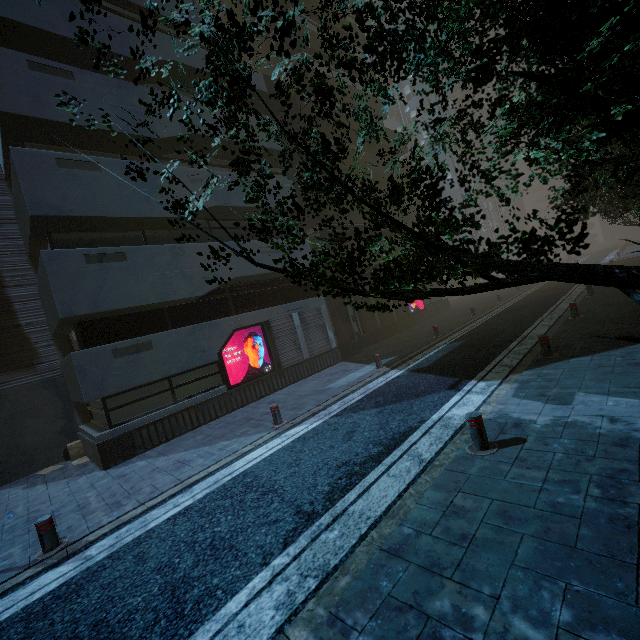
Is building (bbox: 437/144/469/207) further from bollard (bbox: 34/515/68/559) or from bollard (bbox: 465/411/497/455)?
bollard (bbox: 465/411/497/455)

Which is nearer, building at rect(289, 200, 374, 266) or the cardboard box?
the cardboard box

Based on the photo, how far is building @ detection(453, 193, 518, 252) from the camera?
39.61m

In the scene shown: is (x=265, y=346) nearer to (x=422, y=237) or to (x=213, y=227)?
(x=213, y=227)

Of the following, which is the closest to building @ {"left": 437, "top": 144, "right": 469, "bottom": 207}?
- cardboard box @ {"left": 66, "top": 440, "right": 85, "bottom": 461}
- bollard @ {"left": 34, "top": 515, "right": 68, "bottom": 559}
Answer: cardboard box @ {"left": 66, "top": 440, "right": 85, "bottom": 461}

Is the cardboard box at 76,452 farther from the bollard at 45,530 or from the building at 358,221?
the bollard at 45,530

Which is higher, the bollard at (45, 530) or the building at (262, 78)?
the building at (262, 78)

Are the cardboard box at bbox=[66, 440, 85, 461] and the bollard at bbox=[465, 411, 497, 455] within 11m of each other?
no
